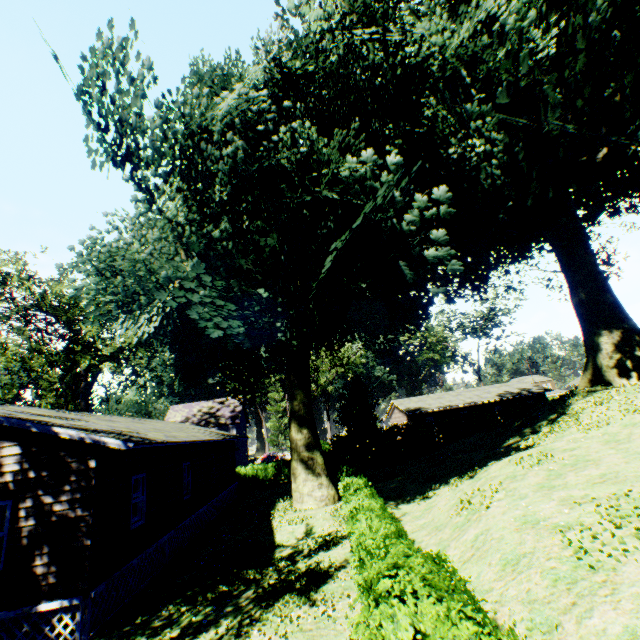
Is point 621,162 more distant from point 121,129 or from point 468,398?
point 468,398

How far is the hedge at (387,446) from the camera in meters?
32.9

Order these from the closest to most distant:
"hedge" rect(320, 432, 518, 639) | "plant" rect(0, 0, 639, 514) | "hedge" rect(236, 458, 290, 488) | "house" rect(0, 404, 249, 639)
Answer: "hedge" rect(320, 432, 518, 639) < "house" rect(0, 404, 249, 639) < "plant" rect(0, 0, 639, 514) < "hedge" rect(236, 458, 290, 488)

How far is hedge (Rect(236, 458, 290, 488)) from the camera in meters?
31.0 m

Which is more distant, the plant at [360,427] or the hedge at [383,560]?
the plant at [360,427]

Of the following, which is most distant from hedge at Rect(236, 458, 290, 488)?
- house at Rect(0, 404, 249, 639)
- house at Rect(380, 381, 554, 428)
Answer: house at Rect(380, 381, 554, 428)

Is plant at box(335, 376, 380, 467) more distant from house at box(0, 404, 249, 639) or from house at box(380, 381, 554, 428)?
house at box(380, 381, 554, 428)

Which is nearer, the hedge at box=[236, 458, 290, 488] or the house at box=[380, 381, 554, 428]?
the hedge at box=[236, 458, 290, 488]
